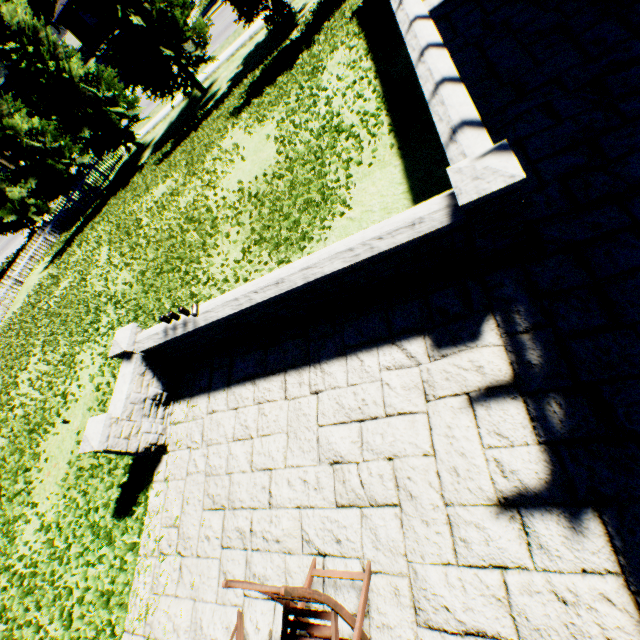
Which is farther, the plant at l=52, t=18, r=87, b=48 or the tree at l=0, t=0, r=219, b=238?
the plant at l=52, t=18, r=87, b=48

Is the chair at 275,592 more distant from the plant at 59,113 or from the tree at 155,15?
the plant at 59,113

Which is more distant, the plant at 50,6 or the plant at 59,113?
the plant at 50,6

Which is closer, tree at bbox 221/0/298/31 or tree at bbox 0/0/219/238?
tree at bbox 221/0/298/31

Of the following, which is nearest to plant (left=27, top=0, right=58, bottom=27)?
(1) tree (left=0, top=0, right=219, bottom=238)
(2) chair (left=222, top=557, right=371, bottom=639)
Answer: (1) tree (left=0, top=0, right=219, bottom=238)

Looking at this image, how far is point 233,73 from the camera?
15.5 meters

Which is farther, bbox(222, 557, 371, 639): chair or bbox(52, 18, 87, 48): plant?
bbox(52, 18, 87, 48): plant
